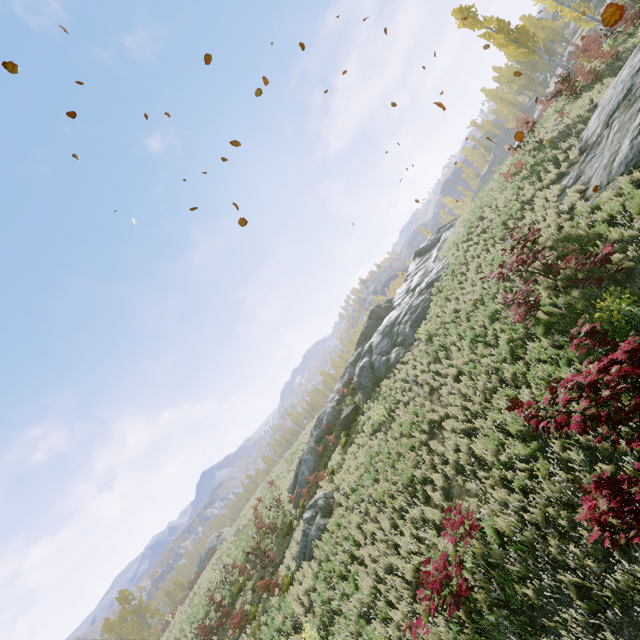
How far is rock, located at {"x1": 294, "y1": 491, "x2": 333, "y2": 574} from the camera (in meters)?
13.87

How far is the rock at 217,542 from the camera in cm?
3295

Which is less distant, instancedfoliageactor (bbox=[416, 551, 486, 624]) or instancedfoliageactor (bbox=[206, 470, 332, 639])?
instancedfoliageactor (bbox=[416, 551, 486, 624])

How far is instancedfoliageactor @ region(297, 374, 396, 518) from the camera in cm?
1475

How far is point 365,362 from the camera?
22.0m

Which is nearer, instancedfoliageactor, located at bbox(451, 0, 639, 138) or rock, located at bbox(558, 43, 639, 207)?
rock, located at bbox(558, 43, 639, 207)

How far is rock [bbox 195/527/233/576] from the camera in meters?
33.0

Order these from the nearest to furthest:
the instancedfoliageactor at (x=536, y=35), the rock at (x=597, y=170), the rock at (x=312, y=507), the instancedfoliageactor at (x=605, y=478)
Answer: the instancedfoliageactor at (x=605, y=478) → the rock at (x=597, y=170) → the rock at (x=312, y=507) → the instancedfoliageactor at (x=536, y=35)
